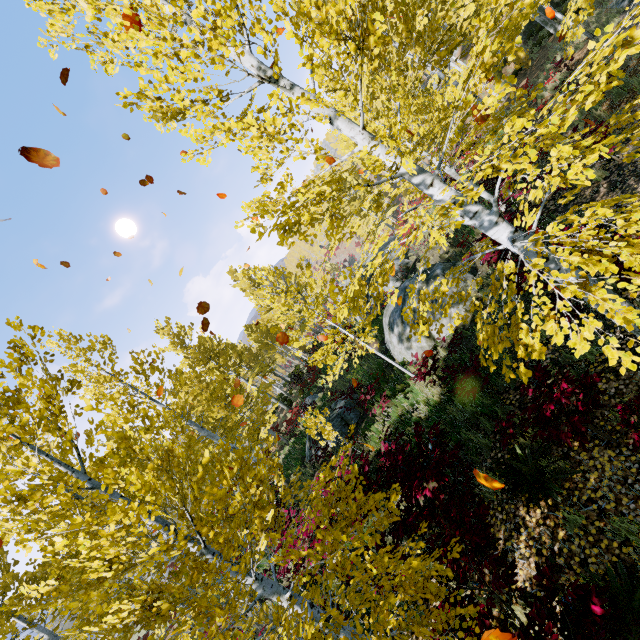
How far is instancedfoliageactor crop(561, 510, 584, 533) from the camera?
3.9m

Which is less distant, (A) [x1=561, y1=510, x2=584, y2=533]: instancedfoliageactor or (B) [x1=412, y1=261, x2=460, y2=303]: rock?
Answer: (A) [x1=561, y1=510, x2=584, y2=533]: instancedfoliageactor

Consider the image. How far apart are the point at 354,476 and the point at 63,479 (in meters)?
4.19

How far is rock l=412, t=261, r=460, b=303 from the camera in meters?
9.9

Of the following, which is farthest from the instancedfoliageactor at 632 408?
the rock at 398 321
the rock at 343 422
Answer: the rock at 343 422

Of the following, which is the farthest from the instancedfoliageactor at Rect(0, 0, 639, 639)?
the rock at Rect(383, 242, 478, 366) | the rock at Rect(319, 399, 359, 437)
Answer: the rock at Rect(319, 399, 359, 437)

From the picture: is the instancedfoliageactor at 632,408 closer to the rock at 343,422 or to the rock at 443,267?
the rock at 443,267

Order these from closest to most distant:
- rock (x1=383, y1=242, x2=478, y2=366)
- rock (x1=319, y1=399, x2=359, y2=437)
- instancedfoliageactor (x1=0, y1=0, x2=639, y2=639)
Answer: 1. instancedfoliageactor (x1=0, y1=0, x2=639, y2=639)
2. rock (x1=383, y1=242, x2=478, y2=366)
3. rock (x1=319, y1=399, x2=359, y2=437)
